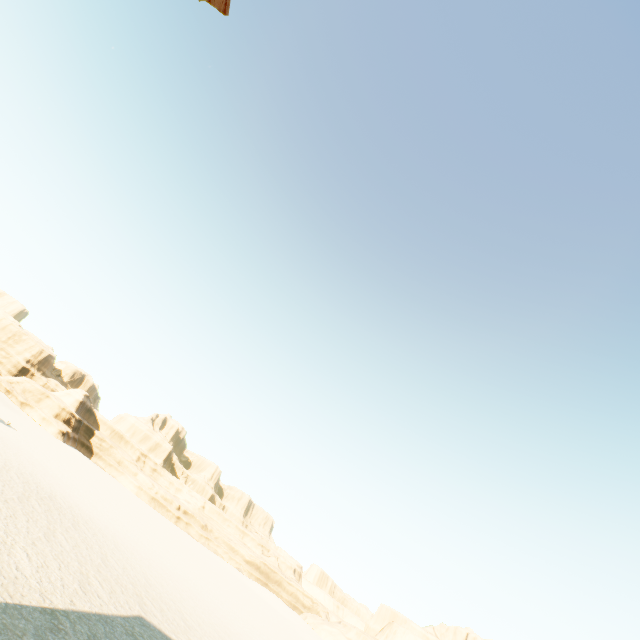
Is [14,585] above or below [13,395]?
below
